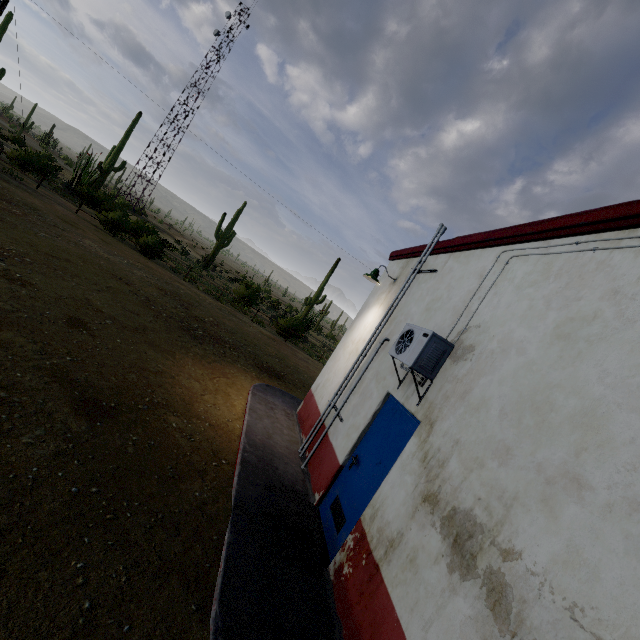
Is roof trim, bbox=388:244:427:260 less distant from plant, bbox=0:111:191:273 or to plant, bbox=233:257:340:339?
plant, bbox=233:257:340:339

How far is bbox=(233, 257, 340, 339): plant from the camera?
23.4m

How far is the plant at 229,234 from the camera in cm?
3554

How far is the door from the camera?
4.17m

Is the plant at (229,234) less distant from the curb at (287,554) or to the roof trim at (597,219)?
the curb at (287,554)

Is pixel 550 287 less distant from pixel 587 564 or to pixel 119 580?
pixel 587 564

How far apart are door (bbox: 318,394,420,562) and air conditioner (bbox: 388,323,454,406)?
0.2 meters

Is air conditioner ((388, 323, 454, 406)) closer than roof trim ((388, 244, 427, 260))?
Yes
